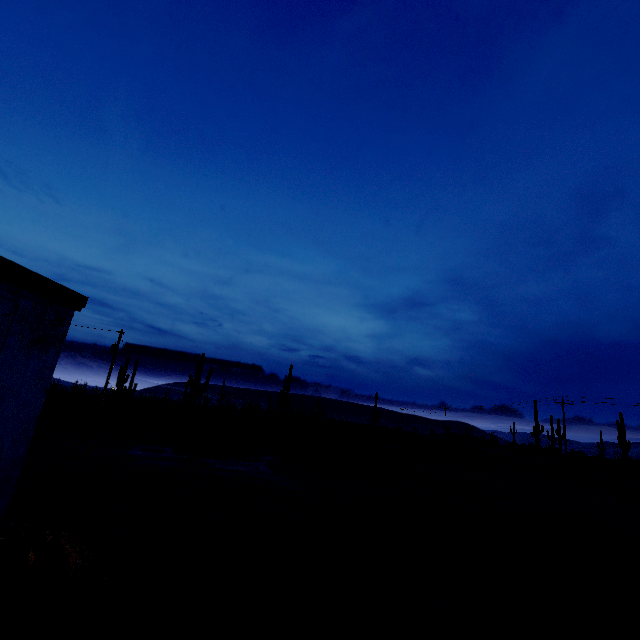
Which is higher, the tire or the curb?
the tire

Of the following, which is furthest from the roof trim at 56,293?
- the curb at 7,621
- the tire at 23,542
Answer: the curb at 7,621

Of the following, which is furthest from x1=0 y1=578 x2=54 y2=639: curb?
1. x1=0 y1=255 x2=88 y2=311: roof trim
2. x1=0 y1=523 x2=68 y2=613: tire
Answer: x1=0 y1=255 x2=88 y2=311: roof trim

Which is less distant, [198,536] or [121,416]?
[198,536]

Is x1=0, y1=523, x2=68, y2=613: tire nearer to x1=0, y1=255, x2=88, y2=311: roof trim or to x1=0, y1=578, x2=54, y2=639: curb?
x1=0, y1=578, x2=54, y2=639: curb

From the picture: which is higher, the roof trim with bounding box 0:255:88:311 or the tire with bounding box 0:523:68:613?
the roof trim with bounding box 0:255:88:311

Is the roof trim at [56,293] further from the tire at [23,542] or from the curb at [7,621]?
the curb at [7,621]

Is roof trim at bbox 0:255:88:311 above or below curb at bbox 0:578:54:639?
above
